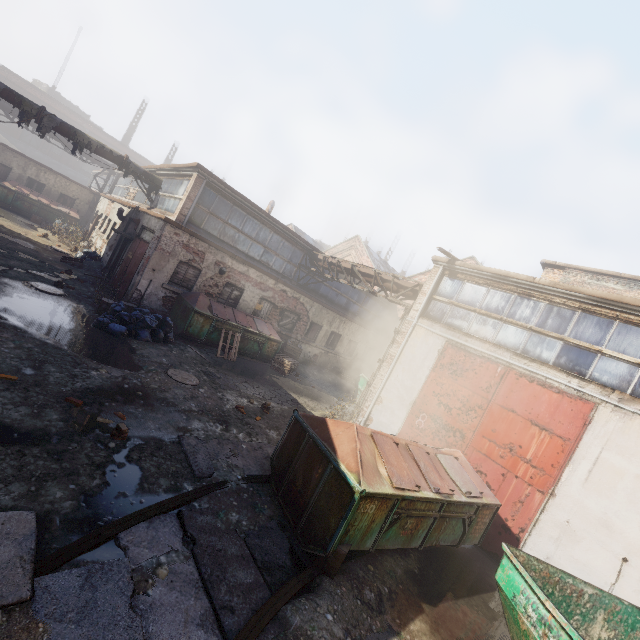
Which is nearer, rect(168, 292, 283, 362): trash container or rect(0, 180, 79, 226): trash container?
rect(168, 292, 283, 362): trash container

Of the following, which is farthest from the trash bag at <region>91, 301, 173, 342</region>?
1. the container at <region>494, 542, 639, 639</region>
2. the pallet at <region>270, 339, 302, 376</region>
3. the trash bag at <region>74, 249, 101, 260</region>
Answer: the container at <region>494, 542, 639, 639</region>

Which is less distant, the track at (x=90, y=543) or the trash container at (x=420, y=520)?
the track at (x=90, y=543)

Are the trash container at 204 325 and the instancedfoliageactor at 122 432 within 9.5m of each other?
yes

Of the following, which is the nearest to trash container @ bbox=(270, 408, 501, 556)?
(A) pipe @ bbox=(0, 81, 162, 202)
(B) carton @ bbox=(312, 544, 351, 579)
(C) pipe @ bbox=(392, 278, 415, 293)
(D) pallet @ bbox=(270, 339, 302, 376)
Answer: (B) carton @ bbox=(312, 544, 351, 579)

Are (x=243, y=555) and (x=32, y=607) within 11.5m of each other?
yes

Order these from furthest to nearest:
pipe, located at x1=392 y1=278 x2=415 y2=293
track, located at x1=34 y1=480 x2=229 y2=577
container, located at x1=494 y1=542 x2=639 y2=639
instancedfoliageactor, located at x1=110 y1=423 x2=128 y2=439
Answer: pipe, located at x1=392 y1=278 x2=415 y2=293
instancedfoliageactor, located at x1=110 y1=423 x2=128 y2=439
container, located at x1=494 y1=542 x2=639 y2=639
track, located at x1=34 y1=480 x2=229 y2=577

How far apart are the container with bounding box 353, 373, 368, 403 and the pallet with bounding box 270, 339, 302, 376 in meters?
3.5
